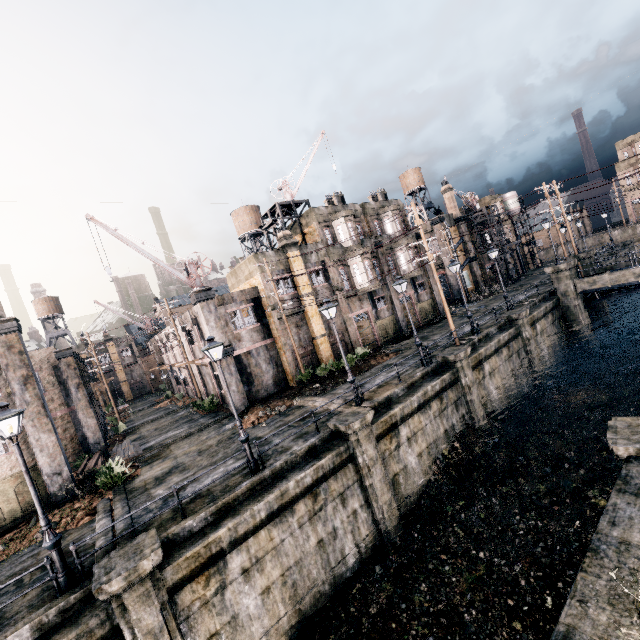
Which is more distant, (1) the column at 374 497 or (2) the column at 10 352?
(2) the column at 10 352

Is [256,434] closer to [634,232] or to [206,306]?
[206,306]

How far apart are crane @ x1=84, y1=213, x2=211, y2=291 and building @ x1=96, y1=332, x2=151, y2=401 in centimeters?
4376cm

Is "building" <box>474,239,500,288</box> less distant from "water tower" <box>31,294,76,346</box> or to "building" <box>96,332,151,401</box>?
"building" <box>96,332,151,401</box>

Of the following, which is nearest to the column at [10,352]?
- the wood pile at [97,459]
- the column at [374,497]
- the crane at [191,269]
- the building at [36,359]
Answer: the building at [36,359]

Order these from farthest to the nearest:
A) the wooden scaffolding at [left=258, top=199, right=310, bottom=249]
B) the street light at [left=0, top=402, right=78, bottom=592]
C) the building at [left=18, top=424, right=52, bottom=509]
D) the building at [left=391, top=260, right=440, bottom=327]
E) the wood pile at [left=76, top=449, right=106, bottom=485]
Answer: the building at [left=391, top=260, right=440, bottom=327] < the wooden scaffolding at [left=258, top=199, right=310, bottom=249] < the wood pile at [left=76, top=449, right=106, bottom=485] < the building at [left=18, top=424, right=52, bottom=509] < the street light at [left=0, top=402, right=78, bottom=592]

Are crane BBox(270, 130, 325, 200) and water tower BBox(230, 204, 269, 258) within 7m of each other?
no

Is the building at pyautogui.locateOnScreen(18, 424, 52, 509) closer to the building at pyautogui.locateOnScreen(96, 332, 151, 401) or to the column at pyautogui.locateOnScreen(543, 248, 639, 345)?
the building at pyautogui.locateOnScreen(96, 332, 151, 401)
